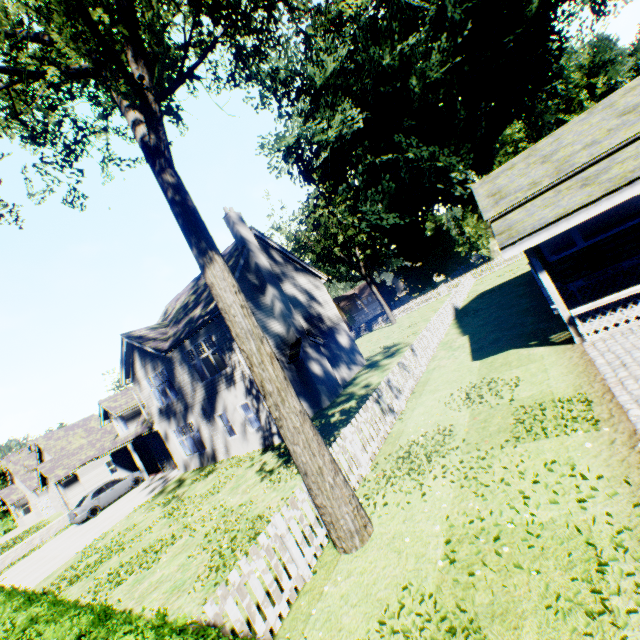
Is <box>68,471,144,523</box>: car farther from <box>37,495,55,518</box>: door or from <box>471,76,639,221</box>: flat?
<box>471,76,639,221</box>: flat

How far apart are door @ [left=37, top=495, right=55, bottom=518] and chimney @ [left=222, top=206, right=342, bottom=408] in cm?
3873

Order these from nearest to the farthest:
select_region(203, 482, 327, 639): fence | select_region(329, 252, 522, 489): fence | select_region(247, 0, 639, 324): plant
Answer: select_region(203, 482, 327, 639): fence
select_region(329, 252, 522, 489): fence
select_region(247, 0, 639, 324): plant

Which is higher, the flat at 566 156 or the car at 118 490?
the flat at 566 156

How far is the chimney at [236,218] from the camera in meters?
17.6 m

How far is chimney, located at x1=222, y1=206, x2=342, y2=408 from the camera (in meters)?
17.61

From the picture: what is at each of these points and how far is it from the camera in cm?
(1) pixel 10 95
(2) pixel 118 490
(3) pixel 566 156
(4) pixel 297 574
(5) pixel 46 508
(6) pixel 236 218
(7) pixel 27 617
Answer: (1) tree, 867
(2) car, 2323
(3) flat, 1195
(4) fence, 570
(5) door, 3581
(6) chimney, 1841
(7) hedge, 584

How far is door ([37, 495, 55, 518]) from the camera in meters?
35.4
